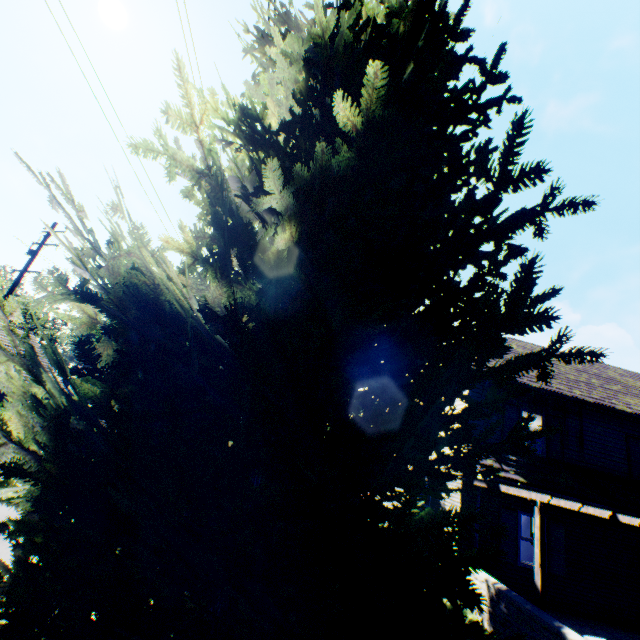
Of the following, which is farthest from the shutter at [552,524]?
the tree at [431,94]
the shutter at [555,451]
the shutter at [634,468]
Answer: the tree at [431,94]

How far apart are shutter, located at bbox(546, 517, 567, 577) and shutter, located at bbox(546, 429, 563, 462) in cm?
187

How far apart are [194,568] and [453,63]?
3.3m

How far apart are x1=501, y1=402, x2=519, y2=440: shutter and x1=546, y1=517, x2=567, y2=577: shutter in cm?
213

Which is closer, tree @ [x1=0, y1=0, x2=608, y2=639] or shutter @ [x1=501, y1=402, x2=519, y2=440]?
tree @ [x1=0, y1=0, x2=608, y2=639]

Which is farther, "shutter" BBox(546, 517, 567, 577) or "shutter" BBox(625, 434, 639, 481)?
"shutter" BBox(625, 434, 639, 481)

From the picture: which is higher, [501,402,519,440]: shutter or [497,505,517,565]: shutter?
[501,402,519,440]: shutter

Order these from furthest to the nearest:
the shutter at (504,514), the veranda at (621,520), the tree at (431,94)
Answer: the shutter at (504,514) → the veranda at (621,520) → the tree at (431,94)
